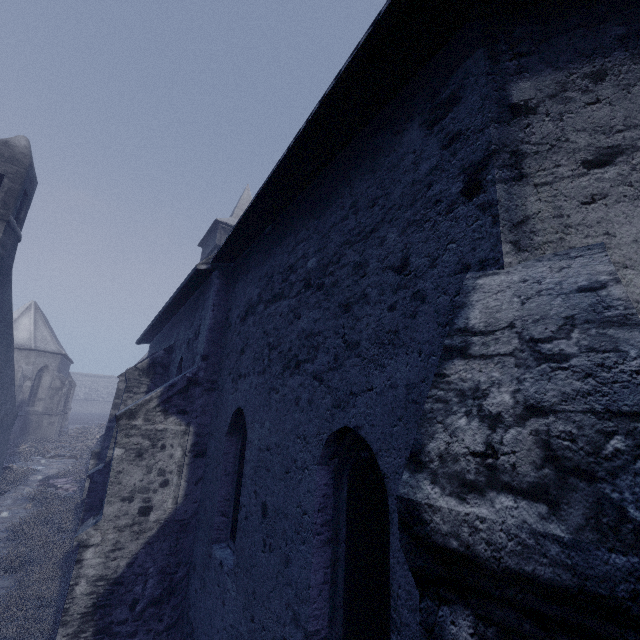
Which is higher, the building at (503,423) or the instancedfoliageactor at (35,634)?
the building at (503,423)

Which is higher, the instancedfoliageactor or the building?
the building

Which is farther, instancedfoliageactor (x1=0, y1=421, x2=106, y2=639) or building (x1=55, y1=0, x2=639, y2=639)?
instancedfoliageactor (x1=0, y1=421, x2=106, y2=639)

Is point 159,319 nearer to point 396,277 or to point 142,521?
point 142,521

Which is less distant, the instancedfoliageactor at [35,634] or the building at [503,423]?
the building at [503,423]
